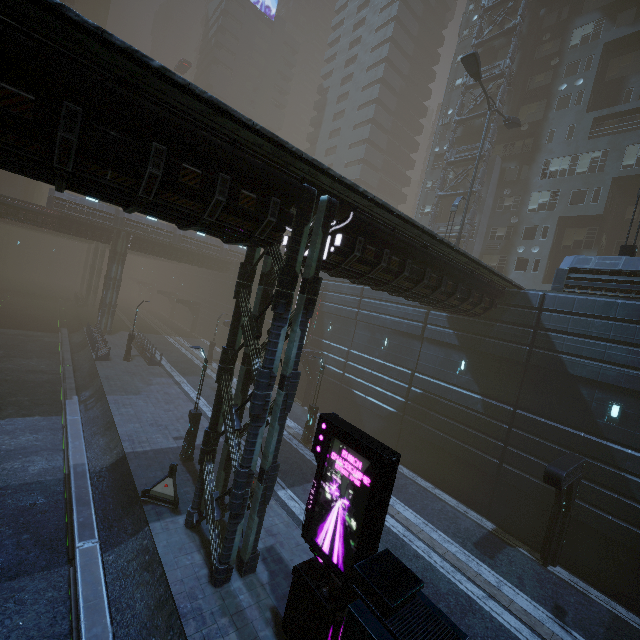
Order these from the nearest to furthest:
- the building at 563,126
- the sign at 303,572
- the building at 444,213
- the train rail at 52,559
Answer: the sign at 303,572
the train rail at 52,559
the building at 563,126
the building at 444,213

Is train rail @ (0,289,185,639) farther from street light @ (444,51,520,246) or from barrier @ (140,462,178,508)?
street light @ (444,51,520,246)

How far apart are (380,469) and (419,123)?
61.78m

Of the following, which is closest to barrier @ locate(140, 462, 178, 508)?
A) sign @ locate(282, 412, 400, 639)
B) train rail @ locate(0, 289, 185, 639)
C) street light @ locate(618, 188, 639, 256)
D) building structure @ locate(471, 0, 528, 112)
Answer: train rail @ locate(0, 289, 185, 639)

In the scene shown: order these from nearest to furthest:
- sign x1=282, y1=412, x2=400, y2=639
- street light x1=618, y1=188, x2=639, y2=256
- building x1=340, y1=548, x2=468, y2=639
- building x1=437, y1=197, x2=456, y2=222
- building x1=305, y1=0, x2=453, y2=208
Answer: building x1=340, y1=548, x2=468, y2=639 → sign x1=282, y1=412, x2=400, y2=639 → street light x1=618, y1=188, x2=639, y2=256 → building x1=437, y1=197, x2=456, y2=222 → building x1=305, y1=0, x2=453, y2=208

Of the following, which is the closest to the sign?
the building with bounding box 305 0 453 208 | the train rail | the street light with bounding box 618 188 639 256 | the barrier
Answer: the building with bounding box 305 0 453 208

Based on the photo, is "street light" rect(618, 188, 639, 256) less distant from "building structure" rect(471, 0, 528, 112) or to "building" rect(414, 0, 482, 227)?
"building" rect(414, 0, 482, 227)

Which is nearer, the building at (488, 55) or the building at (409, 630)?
the building at (409, 630)
